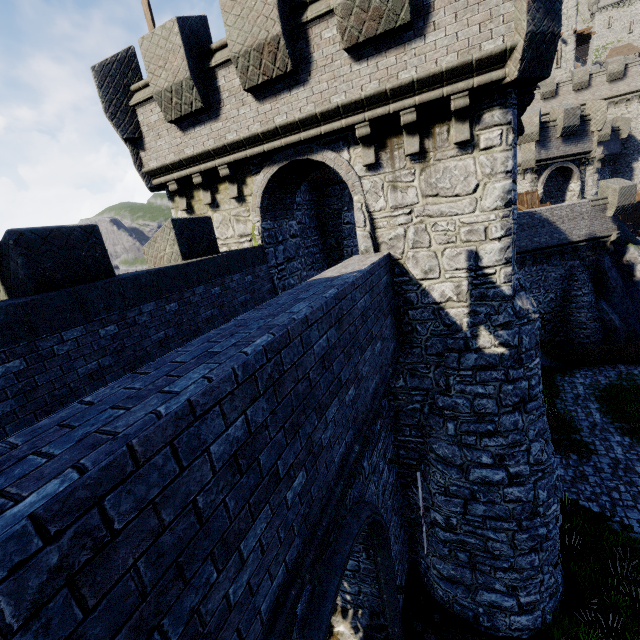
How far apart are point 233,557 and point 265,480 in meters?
0.6
